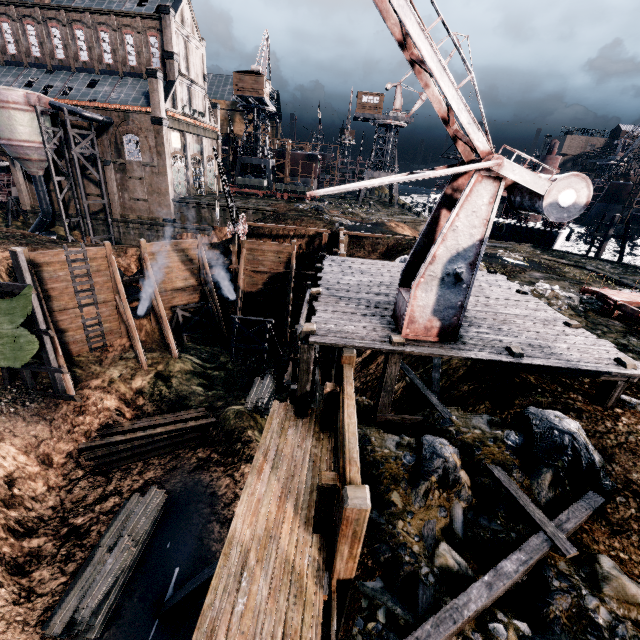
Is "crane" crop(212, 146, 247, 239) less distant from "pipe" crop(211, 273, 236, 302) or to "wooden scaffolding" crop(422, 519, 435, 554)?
"pipe" crop(211, 273, 236, 302)

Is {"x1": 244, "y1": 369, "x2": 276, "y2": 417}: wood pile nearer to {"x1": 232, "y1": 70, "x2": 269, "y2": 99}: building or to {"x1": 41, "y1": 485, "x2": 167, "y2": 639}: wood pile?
{"x1": 41, "y1": 485, "x2": 167, "y2": 639}: wood pile

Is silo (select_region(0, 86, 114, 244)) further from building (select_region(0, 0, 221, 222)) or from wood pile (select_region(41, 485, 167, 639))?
wood pile (select_region(41, 485, 167, 639))

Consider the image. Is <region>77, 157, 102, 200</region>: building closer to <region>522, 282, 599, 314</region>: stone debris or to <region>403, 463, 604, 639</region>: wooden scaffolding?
<region>403, 463, 604, 639</region>: wooden scaffolding

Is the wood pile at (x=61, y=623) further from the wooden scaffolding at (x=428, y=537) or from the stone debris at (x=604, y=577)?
the stone debris at (x=604, y=577)

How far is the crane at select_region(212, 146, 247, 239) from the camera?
22.25m

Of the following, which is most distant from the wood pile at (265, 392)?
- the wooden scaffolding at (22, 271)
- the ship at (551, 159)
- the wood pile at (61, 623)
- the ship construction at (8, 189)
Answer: the ship construction at (8, 189)

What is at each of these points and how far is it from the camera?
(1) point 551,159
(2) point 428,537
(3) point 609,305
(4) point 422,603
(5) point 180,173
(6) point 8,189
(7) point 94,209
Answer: (1) ship, 42.16m
(2) wooden scaffolding, 6.35m
(3) rail car base, 14.93m
(4) wooden scaffolding, 5.41m
(5) door, 43.69m
(6) ship construction, 41.53m
(7) building, 41.81m
